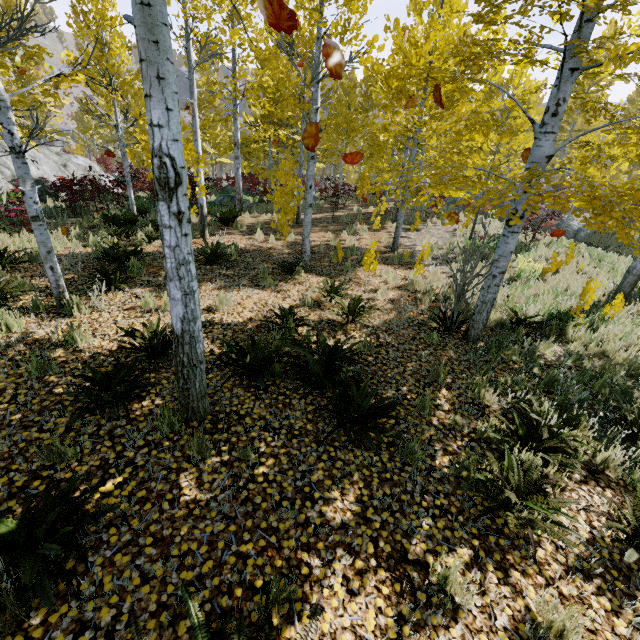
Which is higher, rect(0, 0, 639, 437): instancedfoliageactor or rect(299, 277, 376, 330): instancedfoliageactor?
rect(0, 0, 639, 437): instancedfoliageactor

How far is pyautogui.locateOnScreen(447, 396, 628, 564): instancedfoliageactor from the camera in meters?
2.9

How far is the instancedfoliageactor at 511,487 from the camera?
2.9 meters

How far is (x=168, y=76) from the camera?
2.2m

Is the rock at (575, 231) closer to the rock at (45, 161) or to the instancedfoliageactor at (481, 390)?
the instancedfoliageactor at (481, 390)

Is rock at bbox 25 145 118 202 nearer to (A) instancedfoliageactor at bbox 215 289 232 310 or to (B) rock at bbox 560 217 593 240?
(A) instancedfoliageactor at bbox 215 289 232 310

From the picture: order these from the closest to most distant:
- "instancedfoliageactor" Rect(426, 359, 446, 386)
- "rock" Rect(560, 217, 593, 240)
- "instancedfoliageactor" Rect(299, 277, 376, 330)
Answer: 1. "instancedfoliageactor" Rect(426, 359, 446, 386)
2. "instancedfoliageactor" Rect(299, 277, 376, 330)
3. "rock" Rect(560, 217, 593, 240)
